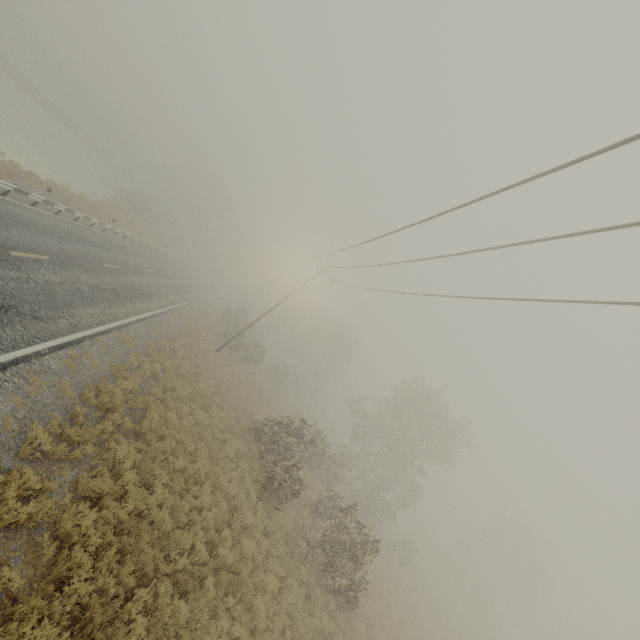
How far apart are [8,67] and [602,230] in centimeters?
6441cm
